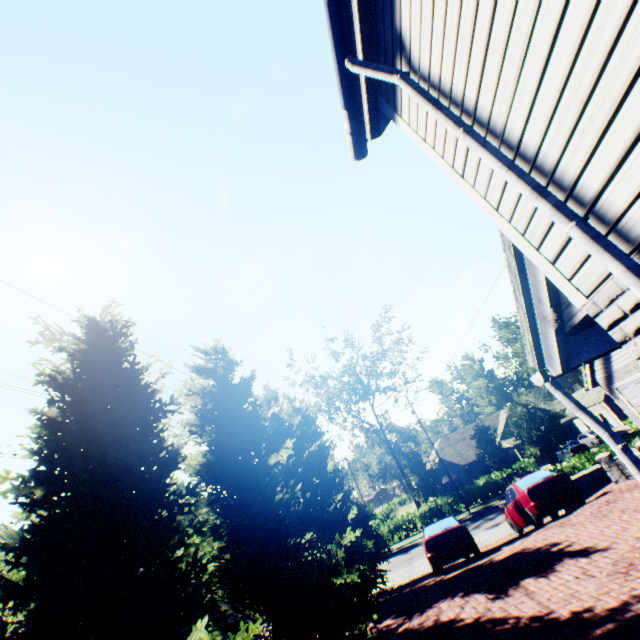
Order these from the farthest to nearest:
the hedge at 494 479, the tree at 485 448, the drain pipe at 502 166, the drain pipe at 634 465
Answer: the hedge at 494 479
the tree at 485 448
the drain pipe at 634 465
the drain pipe at 502 166

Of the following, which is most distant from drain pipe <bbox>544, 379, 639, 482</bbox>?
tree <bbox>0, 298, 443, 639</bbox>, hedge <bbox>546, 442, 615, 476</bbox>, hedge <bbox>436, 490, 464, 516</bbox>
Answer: hedge <bbox>436, 490, 464, 516</bbox>

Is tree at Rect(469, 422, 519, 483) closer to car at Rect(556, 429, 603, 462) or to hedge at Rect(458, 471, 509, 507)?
hedge at Rect(458, 471, 509, 507)

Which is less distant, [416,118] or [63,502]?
[416,118]

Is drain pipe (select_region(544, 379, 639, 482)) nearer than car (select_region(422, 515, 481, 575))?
Yes

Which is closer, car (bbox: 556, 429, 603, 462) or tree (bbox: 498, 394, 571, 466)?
tree (bbox: 498, 394, 571, 466)

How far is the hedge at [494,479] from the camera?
31.7 meters

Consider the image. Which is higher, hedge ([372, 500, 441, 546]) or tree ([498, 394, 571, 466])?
tree ([498, 394, 571, 466])
